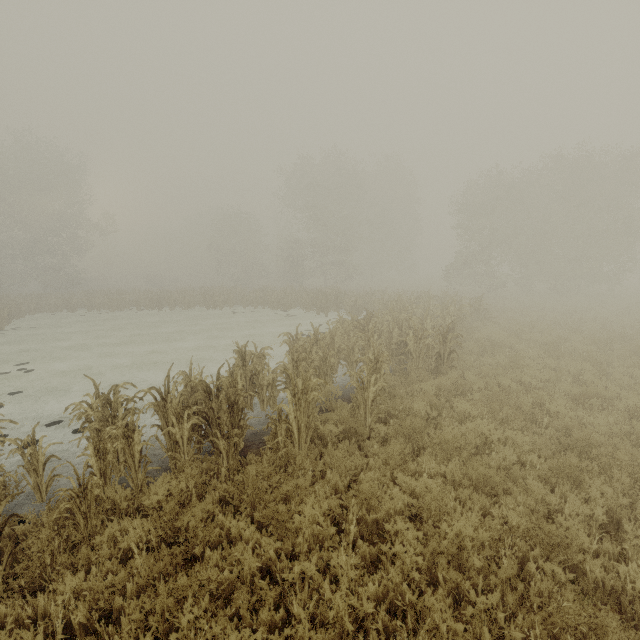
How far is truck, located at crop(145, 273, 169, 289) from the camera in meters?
52.6

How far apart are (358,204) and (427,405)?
32.83m

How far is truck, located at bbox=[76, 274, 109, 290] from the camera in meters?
51.7

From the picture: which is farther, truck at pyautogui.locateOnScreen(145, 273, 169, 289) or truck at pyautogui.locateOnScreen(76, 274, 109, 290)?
truck at pyautogui.locateOnScreen(145, 273, 169, 289)

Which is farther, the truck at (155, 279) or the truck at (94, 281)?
the truck at (155, 279)

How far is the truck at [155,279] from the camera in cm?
5259
